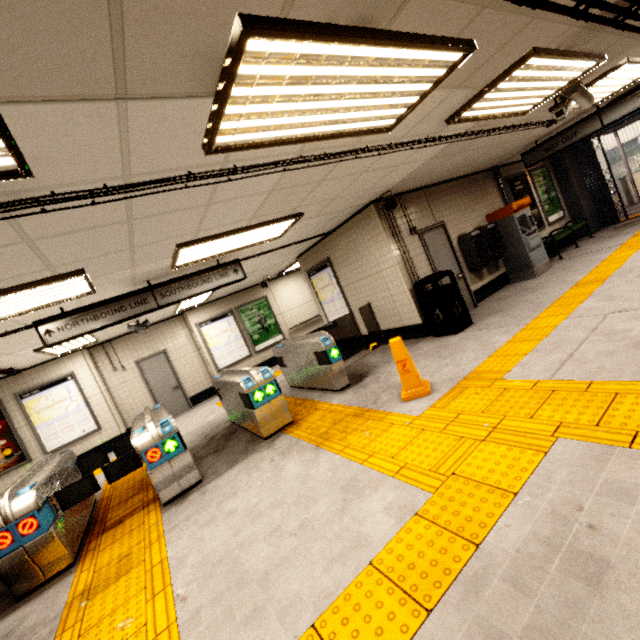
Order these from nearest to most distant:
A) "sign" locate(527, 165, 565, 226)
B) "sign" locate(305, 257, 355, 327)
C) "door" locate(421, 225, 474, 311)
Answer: "door" locate(421, 225, 474, 311) → "sign" locate(305, 257, 355, 327) → "sign" locate(527, 165, 565, 226)

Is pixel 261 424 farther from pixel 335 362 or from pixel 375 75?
pixel 375 75

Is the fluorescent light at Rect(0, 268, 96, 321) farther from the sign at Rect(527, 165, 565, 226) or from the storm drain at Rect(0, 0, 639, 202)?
the sign at Rect(527, 165, 565, 226)

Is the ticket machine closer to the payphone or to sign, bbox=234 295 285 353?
the payphone

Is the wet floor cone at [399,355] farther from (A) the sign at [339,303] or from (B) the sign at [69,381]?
(B) the sign at [69,381]

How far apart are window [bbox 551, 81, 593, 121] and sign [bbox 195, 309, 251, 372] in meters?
9.5 m

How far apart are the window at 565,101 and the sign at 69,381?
11.8m

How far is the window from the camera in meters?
4.4 m
